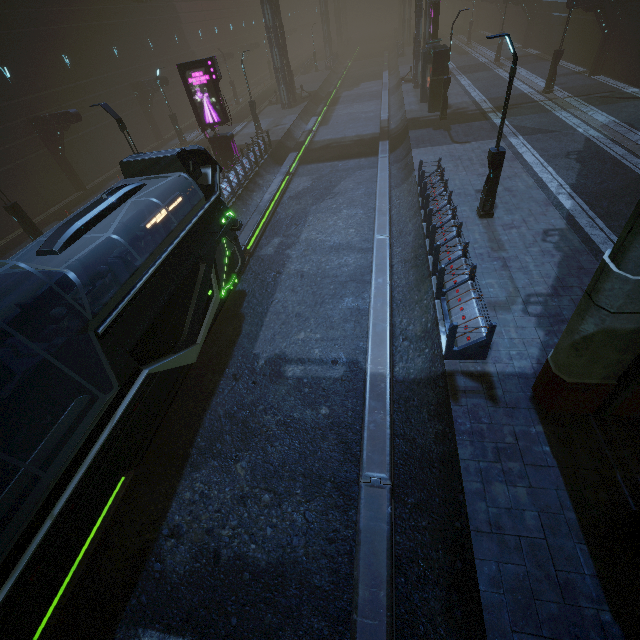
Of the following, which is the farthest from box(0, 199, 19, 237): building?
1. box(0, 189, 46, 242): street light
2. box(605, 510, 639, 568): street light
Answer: box(0, 189, 46, 242): street light

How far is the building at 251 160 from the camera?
18.3m

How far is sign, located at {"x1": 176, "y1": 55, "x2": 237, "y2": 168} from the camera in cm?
1809

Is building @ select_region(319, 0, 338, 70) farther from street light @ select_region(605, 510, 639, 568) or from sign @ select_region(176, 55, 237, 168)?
street light @ select_region(605, 510, 639, 568)

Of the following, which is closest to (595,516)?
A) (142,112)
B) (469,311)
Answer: (469,311)

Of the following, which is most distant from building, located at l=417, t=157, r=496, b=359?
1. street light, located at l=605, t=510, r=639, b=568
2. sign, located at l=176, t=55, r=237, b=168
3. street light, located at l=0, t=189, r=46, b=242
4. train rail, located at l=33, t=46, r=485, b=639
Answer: street light, located at l=0, t=189, r=46, b=242

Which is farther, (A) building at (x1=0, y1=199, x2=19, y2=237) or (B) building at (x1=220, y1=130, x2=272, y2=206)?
(A) building at (x1=0, y1=199, x2=19, y2=237)

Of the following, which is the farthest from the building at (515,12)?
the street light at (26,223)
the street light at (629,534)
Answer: the street light at (26,223)
